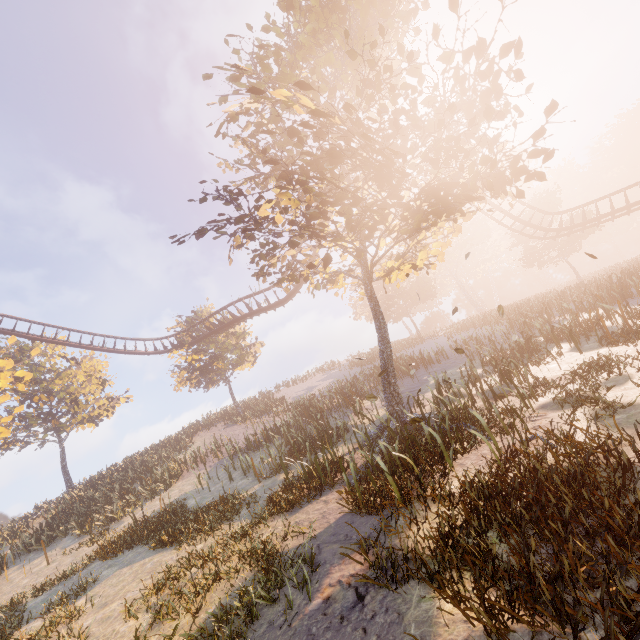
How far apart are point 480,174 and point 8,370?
36.81m
